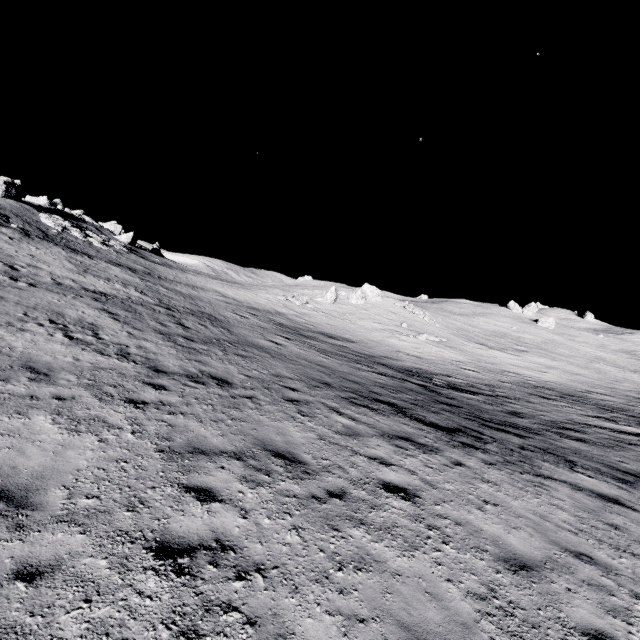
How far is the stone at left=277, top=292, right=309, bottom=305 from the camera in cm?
3894

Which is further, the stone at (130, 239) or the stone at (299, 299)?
the stone at (130, 239)

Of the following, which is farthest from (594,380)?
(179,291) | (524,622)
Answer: (179,291)

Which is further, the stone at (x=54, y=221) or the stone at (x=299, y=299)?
the stone at (x=299, y=299)

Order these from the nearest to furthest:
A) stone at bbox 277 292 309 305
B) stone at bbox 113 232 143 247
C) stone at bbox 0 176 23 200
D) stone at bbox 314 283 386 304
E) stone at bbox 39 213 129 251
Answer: stone at bbox 39 213 129 251 < stone at bbox 0 176 23 200 < stone at bbox 277 292 309 305 < stone at bbox 314 283 386 304 < stone at bbox 113 232 143 247

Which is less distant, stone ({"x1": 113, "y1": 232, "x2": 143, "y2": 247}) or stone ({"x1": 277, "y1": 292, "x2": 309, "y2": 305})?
stone ({"x1": 277, "y1": 292, "x2": 309, "y2": 305})

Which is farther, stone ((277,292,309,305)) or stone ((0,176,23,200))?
stone ((277,292,309,305))

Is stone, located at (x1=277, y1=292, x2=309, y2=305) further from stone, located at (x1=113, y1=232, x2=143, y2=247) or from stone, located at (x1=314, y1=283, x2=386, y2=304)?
stone, located at (x1=113, y1=232, x2=143, y2=247)
